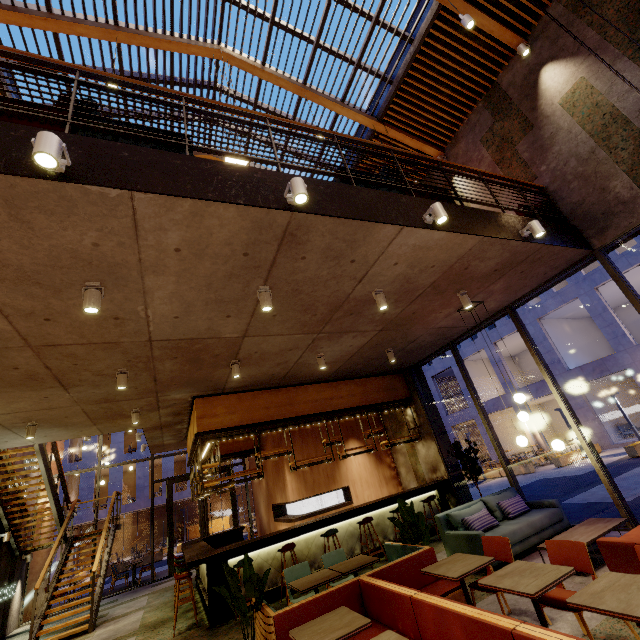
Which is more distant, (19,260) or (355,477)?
(355,477)

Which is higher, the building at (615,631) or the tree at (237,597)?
the tree at (237,597)

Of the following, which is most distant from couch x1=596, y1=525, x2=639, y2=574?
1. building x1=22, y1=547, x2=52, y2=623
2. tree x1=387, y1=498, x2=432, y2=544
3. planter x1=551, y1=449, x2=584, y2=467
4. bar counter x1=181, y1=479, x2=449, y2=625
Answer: planter x1=551, y1=449, x2=584, y2=467

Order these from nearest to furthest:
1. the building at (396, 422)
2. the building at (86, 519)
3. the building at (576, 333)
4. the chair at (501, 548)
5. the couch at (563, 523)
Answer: the chair at (501, 548) < the couch at (563, 523) < the building at (396, 422) < the building at (576, 333) < the building at (86, 519)

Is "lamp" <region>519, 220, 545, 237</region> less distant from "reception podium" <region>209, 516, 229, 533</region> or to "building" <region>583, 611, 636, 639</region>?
A: "building" <region>583, 611, 636, 639</region>

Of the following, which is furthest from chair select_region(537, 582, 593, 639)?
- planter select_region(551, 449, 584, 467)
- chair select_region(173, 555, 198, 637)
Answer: planter select_region(551, 449, 584, 467)

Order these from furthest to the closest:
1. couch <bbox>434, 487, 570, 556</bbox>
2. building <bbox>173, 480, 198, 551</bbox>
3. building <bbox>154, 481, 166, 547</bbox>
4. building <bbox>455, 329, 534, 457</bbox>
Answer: building <bbox>173, 480, 198, 551</bbox> → building <bbox>154, 481, 166, 547</bbox> → building <bbox>455, 329, 534, 457</bbox> → couch <bbox>434, 487, 570, 556</bbox>

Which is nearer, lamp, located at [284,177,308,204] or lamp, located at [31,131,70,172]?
lamp, located at [31,131,70,172]
